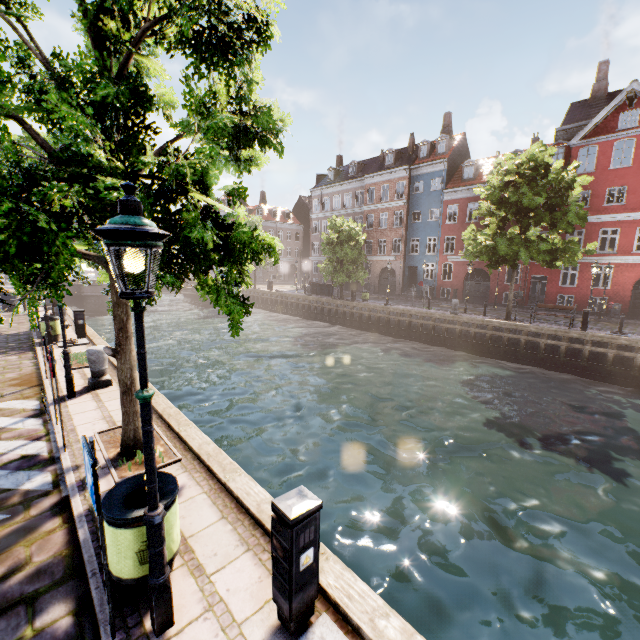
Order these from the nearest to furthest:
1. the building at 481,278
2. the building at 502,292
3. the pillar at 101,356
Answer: the pillar at 101,356, the building at 502,292, the building at 481,278

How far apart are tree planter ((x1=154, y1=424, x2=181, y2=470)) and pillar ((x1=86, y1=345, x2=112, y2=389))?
2.7 meters

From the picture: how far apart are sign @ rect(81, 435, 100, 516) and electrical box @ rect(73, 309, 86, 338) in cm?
1389

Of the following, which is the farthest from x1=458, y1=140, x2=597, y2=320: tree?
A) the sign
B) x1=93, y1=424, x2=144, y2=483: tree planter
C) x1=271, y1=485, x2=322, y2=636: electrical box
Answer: x1=271, y1=485, x2=322, y2=636: electrical box

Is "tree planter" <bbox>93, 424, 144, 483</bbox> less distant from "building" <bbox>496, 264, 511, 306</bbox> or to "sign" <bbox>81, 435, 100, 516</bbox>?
"sign" <bbox>81, 435, 100, 516</bbox>

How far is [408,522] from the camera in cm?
745

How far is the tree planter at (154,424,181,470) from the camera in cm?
546

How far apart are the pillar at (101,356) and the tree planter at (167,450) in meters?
2.7
